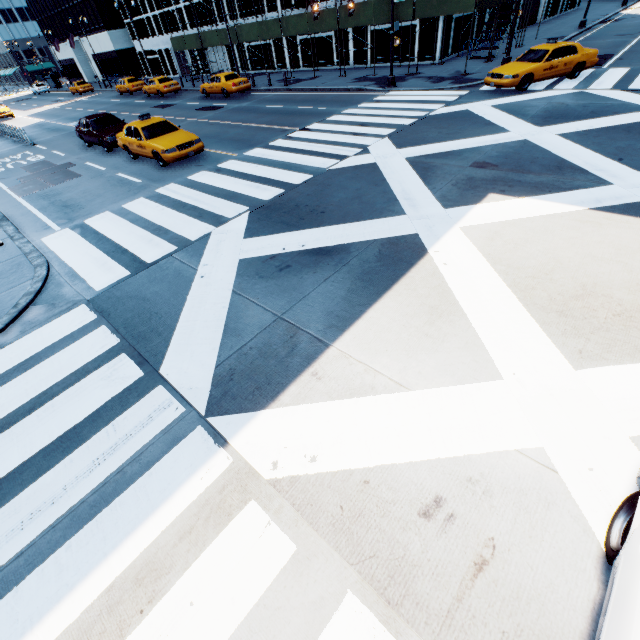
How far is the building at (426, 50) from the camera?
22.8 meters

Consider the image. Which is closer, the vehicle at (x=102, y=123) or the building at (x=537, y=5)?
the vehicle at (x=102, y=123)

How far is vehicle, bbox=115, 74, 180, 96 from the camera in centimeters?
3067cm

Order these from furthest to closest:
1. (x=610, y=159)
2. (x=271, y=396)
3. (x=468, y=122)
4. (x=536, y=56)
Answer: (x=536, y=56) → (x=468, y=122) → (x=610, y=159) → (x=271, y=396)

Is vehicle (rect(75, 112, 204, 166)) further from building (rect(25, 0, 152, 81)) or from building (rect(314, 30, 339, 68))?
building (rect(25, 0, 152, 81))

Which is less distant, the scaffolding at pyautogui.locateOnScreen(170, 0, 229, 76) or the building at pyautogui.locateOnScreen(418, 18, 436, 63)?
the building at pyautogui.locateOnScreen(418, 18, 436, 63)

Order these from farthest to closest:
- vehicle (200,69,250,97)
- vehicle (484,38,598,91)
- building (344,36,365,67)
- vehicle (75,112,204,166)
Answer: building (344,36,365,67) < vehicle (200,69,250,97) < vehicle (484,38,598,91) < vehicle (75,112,204,166)

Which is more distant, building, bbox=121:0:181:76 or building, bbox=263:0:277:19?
building, bbox=121:0:181:76
